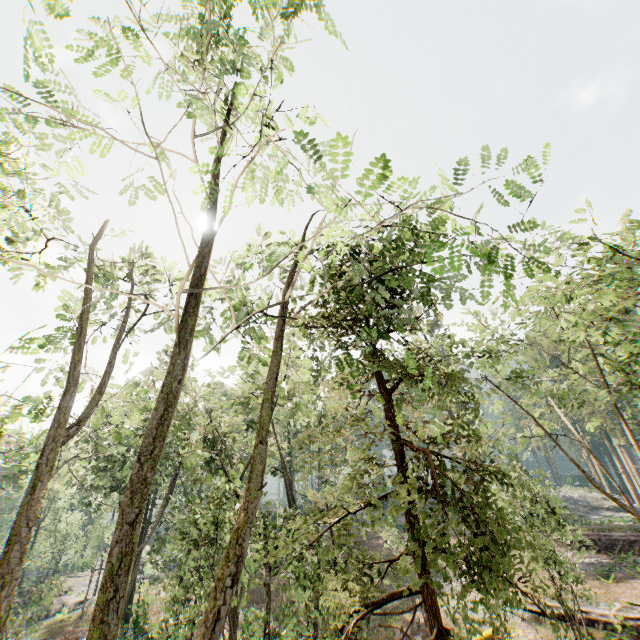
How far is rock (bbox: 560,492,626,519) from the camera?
44.41m

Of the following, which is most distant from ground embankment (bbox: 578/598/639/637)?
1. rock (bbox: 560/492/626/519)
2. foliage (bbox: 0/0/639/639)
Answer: rock (bbox: 560/492/626/519)

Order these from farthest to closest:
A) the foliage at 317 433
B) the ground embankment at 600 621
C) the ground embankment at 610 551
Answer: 1. the ground embankment at 610 551
2. the ground embankment at 600 621
3. the foliage at 317 433

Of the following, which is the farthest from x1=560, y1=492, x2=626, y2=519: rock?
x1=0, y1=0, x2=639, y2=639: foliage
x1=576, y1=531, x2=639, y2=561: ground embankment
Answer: x1=576, y1=531, x2=639, y2=561: ground embankment

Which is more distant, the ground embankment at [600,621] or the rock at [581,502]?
the rock at [581,502]

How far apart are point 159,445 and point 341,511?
4.4m
